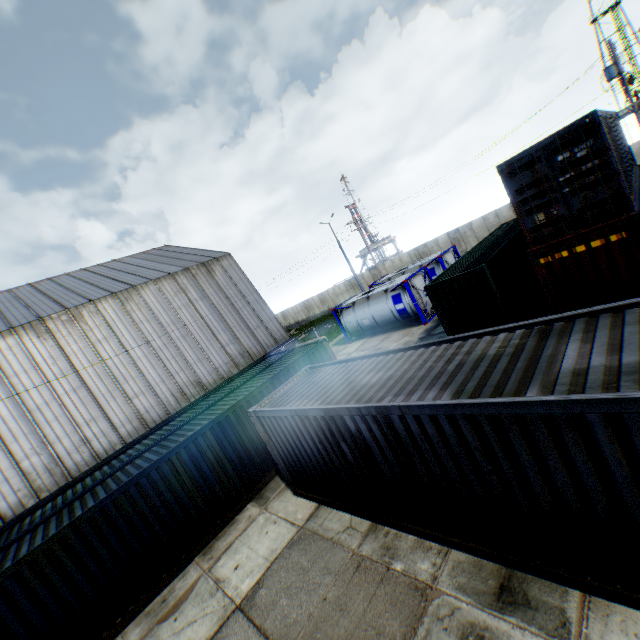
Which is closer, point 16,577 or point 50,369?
point 16,577

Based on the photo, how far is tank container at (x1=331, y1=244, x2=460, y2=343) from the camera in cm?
1967

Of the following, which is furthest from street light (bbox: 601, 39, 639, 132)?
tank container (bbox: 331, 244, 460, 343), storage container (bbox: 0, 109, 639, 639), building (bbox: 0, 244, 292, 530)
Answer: building (bbox: 0, 244, 292, 530)

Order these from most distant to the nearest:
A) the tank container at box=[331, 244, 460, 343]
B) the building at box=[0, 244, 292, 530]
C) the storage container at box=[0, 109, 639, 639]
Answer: the tank container at box=[331, 244, 460, 343] → the building at box=[0, 244, 292, 530] → the storage container at box=[0, 109, 639, 639]

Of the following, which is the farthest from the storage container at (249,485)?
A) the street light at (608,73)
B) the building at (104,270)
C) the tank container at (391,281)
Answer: the street light at (608,73)

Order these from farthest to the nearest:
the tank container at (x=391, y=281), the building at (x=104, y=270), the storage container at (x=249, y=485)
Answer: the tank container at (x=391, y=281) < the building at (x=104, y=270) < the storage container at (x=249, y=485)

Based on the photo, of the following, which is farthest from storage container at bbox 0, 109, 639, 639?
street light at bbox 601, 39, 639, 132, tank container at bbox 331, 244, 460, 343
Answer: street light at bbox 601, 39, 639, 132

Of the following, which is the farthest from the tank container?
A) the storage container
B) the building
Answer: the storage container
